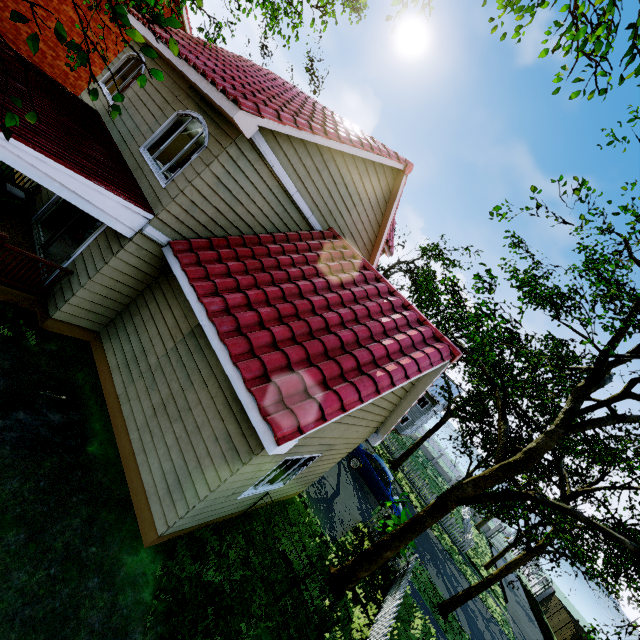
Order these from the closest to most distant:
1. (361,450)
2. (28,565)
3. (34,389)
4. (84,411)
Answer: (28,565)
(34,389)
(84,411)
(361,450)

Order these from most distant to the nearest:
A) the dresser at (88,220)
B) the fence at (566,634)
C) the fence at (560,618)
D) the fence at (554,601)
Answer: the fence at (554,601)
the fence at (560,618)
the fence at (566,634)
the dresser at (88,220)

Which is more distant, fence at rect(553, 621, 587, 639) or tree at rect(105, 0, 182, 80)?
fence at rect(553, 621, 587, 639)

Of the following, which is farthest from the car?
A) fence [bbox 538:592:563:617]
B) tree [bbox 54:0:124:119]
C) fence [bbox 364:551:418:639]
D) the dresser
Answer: the dresser

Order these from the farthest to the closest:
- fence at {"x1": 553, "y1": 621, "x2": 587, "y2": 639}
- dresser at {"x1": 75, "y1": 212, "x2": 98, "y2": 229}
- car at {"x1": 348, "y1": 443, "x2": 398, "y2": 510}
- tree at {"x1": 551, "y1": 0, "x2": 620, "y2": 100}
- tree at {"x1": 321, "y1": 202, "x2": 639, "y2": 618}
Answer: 1. fence at {"x1": 553, "y1": 621, "x2": 587, "y2": 639}
2. car at {"x1": 348, "y1": 443, "x2": 398, "y2": 510}
3. dresser at {"x1": 75, "y1": 212, "x2": 98, "y2": 229}
4. tree at {"x1": 321, "y1": 202, "x2": 639, "y2": 618}
5. tree at {"x1": 551, "y1": 0, "x2": 620, "y2": 100}

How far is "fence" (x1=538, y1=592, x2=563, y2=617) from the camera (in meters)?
34.17

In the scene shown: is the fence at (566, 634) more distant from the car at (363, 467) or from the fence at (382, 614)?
the car at (363, 467)
